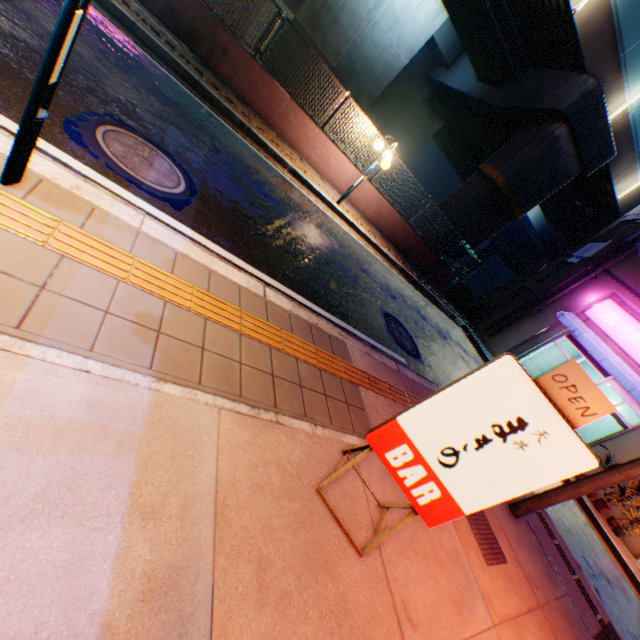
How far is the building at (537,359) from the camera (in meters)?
15.35

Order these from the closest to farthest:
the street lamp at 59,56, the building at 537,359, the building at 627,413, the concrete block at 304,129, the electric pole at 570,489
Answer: the street lamp at 59,56 < the electric pole at 570,489 < the concrete block at 304,129 < the building at 627,413 < the building at 537,359

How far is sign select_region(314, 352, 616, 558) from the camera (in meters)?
1.91

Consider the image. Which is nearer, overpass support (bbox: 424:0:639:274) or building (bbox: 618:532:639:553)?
building (bbox: 618:532:639:553)

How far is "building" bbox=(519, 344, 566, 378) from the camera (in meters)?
15.35

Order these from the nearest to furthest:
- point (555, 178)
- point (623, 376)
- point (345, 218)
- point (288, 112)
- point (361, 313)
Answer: point (361, 313) < point (288, 112) < point (345, 218) < point (623, 376) < point (555, 178)

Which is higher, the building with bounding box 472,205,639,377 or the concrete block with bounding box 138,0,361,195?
the building with bounding box 472,205,639,377

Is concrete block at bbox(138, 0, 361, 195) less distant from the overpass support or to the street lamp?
the overpass support
